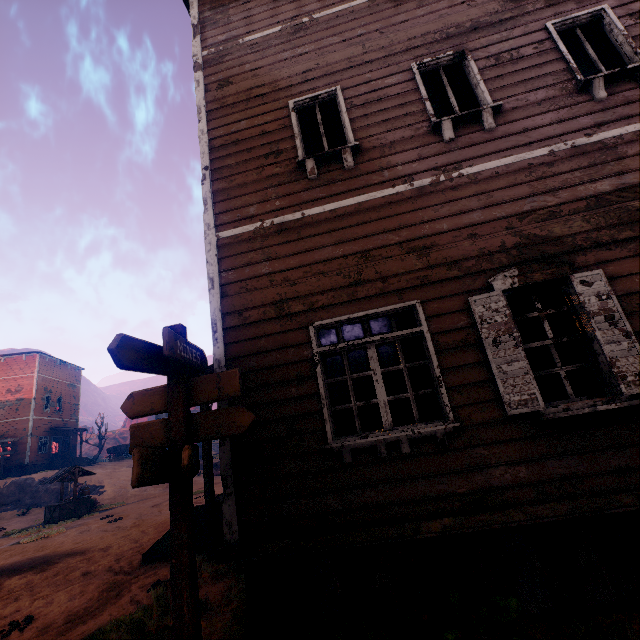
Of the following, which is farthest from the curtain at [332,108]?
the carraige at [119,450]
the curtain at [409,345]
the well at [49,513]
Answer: the carraige at [119,450]

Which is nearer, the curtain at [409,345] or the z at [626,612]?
the z at [626,612]

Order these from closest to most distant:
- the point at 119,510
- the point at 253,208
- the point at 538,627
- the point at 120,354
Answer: the point at 120,354
the point at 538,627
the point at 253,208
the point at 119,510

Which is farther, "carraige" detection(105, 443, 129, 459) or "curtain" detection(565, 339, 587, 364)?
"carraige" detection(105, 443, 129, 459)

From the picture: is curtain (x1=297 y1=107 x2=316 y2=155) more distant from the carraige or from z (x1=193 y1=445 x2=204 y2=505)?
the carraige

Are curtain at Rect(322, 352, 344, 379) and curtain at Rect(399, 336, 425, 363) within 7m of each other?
yes

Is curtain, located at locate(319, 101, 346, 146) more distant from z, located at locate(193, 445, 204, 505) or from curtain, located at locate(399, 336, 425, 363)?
z, located at locate(193, 445, 204, 505)

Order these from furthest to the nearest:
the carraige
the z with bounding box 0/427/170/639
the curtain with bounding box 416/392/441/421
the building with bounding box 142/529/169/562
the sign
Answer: the carraige
the building with bounding box 142/529/169/562
the z with bounding box 0/427/170/639
the curtain with bounding box 416/392/441/421
the sign
